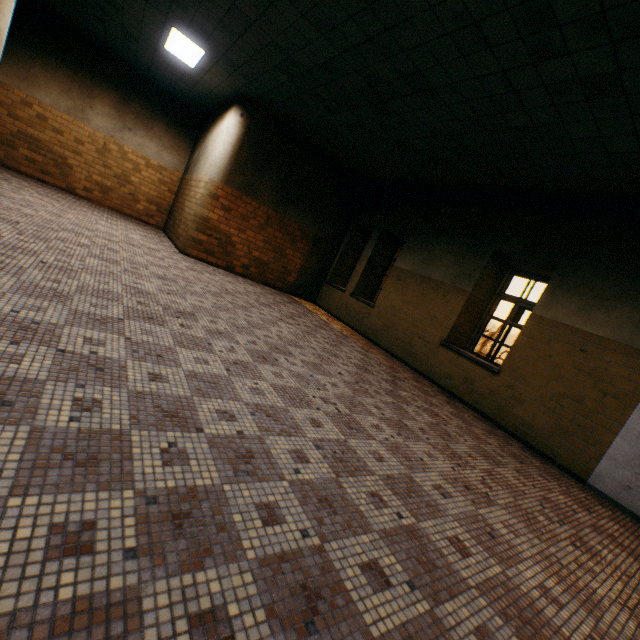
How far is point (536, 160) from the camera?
4.9m

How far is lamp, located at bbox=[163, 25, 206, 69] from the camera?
6.1m

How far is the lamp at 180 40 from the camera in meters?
6.1 m
